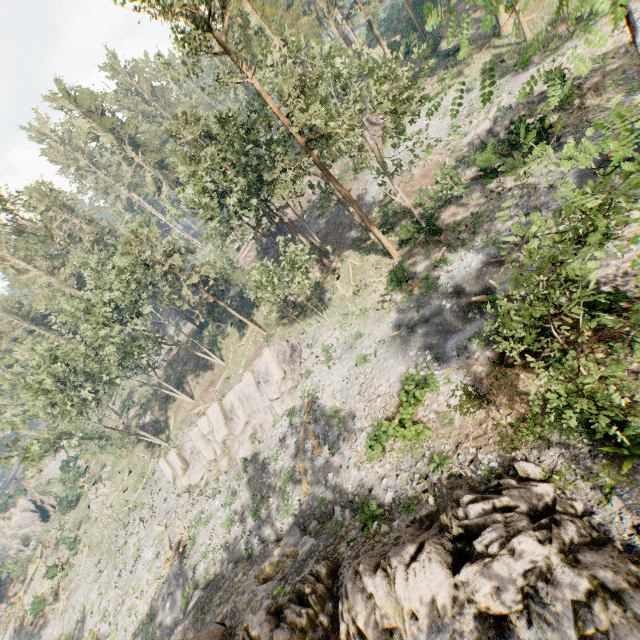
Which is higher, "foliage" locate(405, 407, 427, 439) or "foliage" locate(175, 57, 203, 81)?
"foliage" locate(175, 57, 203, 81)

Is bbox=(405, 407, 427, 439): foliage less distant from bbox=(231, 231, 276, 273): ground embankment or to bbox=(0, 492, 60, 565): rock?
bbox=(231, 231, 276, 273): ground embankment

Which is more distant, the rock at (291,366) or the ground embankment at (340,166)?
the ground embankment at (340,166)

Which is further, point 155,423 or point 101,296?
point 155,423

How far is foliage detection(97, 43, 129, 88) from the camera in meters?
57.3

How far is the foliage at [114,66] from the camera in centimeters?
5731cm

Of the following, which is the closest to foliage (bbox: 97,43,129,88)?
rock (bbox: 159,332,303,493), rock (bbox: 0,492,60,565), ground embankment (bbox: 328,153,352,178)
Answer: ground embankment (bbox: 328,153,352,178)
